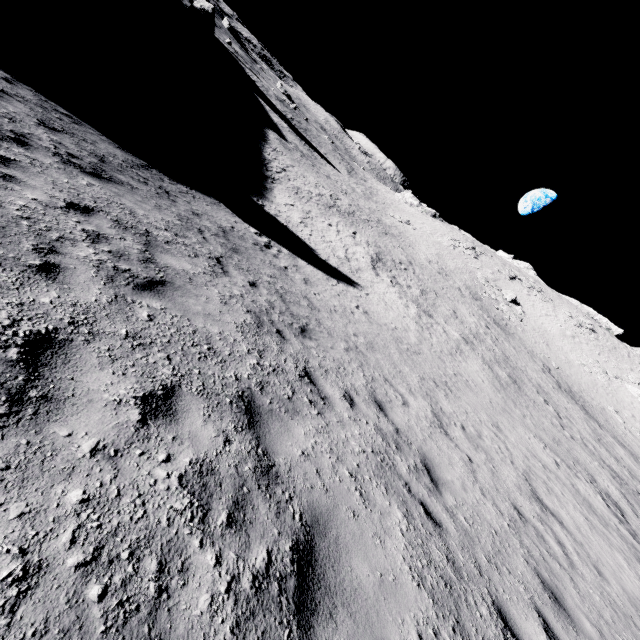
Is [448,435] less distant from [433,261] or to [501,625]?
[501,625]

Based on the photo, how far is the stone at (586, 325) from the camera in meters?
49.3 m

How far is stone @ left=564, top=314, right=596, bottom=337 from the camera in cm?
4929
